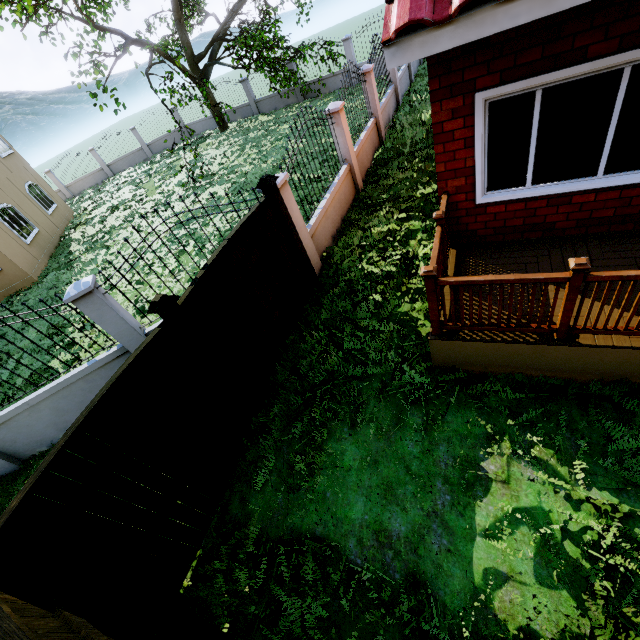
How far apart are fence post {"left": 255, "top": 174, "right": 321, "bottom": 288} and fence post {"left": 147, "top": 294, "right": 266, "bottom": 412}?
2.5 meters

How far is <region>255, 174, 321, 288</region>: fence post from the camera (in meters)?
5.19

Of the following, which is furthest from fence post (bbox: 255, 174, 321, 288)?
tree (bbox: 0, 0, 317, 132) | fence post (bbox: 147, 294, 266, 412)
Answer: tree (bbox: 0, 0, 317, 132)

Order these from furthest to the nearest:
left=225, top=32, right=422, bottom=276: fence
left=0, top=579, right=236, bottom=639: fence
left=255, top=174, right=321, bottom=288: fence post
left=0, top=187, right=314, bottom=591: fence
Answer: left=225, top=32, right=422, bottom=276: fence
left=255, top=174, right=321, bottom=288: fence post
left=0, top=187, right=314, bottom=591: fence
left=0, top=579, right=236, bottom=639: fence

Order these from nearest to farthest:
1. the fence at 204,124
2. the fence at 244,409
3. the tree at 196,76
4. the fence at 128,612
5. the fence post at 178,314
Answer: the fence at 128,612, the fence at 244,409, the fence post at 178,314, the tree at 196,76, the fence at 204,124

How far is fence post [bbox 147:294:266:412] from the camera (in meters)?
3.56

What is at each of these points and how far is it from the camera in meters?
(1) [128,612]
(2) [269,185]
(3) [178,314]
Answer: (1) fence, 2.9
(2) fence post, 5.1
(3) fence post, 3.7

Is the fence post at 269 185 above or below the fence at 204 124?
above
